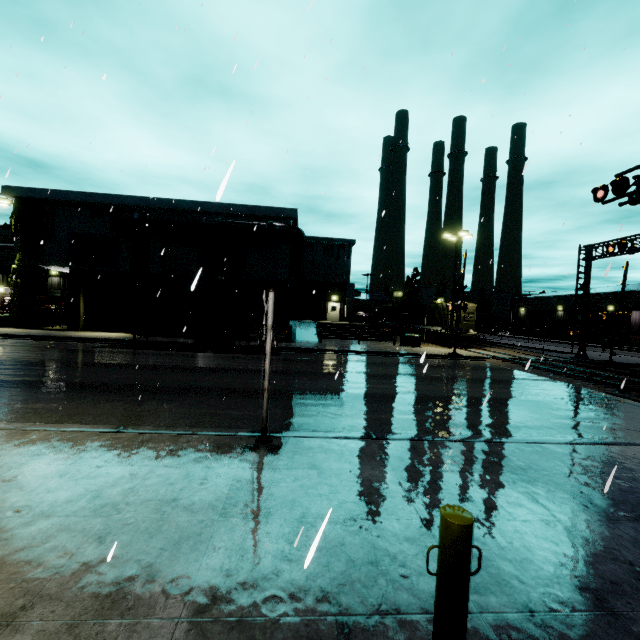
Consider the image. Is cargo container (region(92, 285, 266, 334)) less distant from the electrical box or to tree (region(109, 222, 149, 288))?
tree (region(109, 222, 149, 288))

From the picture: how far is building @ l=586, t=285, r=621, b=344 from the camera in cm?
4728

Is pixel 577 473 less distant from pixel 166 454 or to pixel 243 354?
pixel 166 454

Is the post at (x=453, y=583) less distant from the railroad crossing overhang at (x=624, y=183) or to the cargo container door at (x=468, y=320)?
the railroad crossing overhang at (x=624, y=183)

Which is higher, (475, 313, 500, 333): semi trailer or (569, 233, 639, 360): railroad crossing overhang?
(569, 233, 639, 360): railroad crossing overhang

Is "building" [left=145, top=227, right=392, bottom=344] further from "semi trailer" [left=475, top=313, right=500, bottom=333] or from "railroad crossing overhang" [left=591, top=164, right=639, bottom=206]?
"railroad crossing overhang" [left=591, top=164, right=639, bottom=206]

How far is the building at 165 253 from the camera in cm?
2587

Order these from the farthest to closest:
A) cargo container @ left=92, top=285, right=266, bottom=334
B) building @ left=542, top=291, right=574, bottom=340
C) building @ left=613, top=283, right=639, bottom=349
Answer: building @ left=542, top=291, right=574, bottom=340 → building @ left=613, top=283, right=639, bottom=349 → cargo container @ left=92, top=285, right=266, bottom=334
